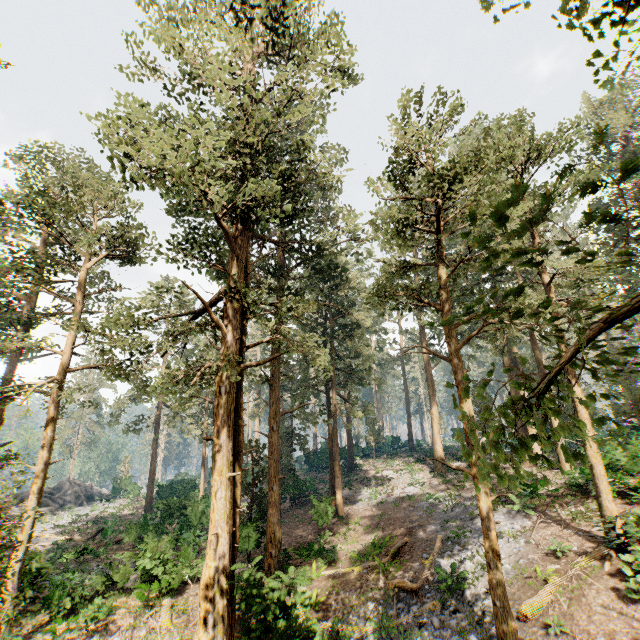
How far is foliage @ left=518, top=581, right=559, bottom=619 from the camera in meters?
10.3

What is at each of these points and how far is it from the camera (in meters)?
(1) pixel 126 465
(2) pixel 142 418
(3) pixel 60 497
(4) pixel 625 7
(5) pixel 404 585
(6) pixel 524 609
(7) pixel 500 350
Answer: (1) foliage, 53.28
(2) foliage, 37.72
(3) rock, 44.69
(4) foliage, 4.35
(5) foliage, 13.63
(6) foliage, 10.45
(7) foliage, 29.17

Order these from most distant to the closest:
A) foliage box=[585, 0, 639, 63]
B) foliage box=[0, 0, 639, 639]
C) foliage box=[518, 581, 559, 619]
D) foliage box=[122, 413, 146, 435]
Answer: foliage box=[122, 413, 146, 435]
foliage box=[518, 581, 559, 619]
foliage box=[585, 0, 639, 63]
foliage box=[0, 0, 639, 639]

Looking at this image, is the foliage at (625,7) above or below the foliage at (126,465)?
above

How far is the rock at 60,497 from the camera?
39.6m

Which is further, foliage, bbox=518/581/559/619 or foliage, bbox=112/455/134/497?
foliage, bbox=112/455/134/497
